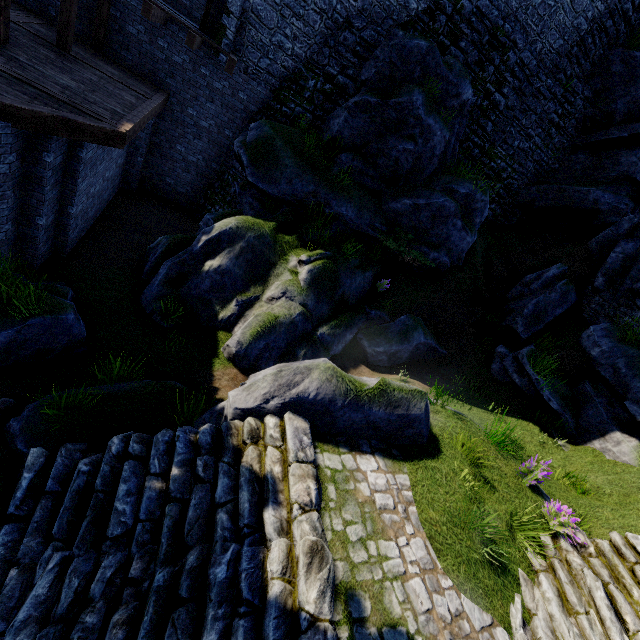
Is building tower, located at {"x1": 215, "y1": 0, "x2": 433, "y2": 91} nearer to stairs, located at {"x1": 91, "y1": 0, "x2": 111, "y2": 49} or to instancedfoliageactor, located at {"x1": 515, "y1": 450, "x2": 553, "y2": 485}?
stairs, located at {"x1": 91, "y1": 0, "x2": 111, "y2": 49}

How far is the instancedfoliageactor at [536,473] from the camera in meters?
6.3

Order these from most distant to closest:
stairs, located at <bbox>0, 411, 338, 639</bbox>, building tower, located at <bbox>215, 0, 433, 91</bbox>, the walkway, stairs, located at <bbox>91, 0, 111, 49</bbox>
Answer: building tower, located at <bbox>215, 0, 433, 91</bbox>, stairs, located at <bbox>91, 0, 111, 49</bbox>, the walkway, stairs, located at <bbox>0, 411, 338, 639</bbox>

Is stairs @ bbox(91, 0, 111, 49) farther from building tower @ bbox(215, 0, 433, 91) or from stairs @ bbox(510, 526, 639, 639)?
stairs @ bbox(510, 526, 639, 639)

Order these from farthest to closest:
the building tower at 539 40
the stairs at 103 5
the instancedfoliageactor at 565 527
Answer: the building tower at 539 40 → the stairs at 103 5 → the instancedfoliageactor at 565 527

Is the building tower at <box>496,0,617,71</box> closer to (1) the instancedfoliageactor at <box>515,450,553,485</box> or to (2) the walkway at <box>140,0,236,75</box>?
(2) the walkway at <box>140,0,236,75</box>

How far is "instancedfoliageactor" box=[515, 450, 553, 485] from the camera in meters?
6.3 m

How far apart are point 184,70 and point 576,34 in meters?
16.5
